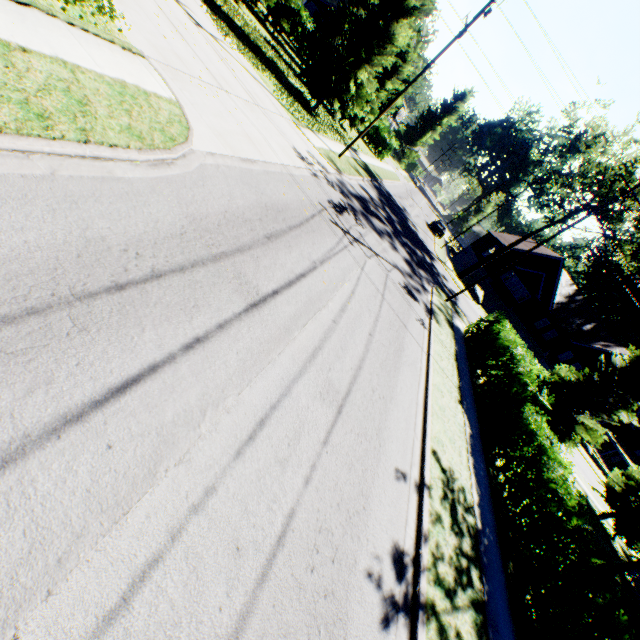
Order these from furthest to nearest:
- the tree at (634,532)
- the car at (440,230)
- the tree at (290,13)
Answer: the car at (440,230) < the tree at (290,13) < the tree at (634,532)

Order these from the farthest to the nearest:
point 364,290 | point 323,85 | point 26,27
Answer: point 323,85 < point 364,290 < point 26,27

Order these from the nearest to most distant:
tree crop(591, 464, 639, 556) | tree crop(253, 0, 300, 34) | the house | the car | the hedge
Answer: tree crop(591, 464, 639, 556), tree crop(253, 0, 300, 34), the hedge, the car, the house

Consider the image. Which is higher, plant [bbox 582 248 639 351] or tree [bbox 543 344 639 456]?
plant [bbox 582 248 639 351]

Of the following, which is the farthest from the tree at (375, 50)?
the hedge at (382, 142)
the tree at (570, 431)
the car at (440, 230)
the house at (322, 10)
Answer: the tree at (570, 431)

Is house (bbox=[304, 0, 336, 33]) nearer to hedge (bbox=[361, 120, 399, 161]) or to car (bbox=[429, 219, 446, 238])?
hedge (bbox=[361, 120, 399, 161])

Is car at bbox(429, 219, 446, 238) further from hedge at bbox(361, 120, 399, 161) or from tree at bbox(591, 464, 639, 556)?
hedge at bbox(361, 120, 399, 161)

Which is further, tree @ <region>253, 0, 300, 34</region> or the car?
the car
